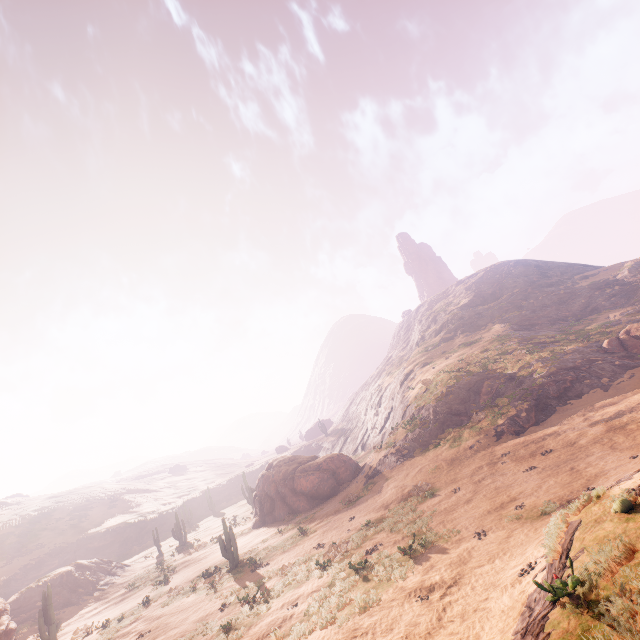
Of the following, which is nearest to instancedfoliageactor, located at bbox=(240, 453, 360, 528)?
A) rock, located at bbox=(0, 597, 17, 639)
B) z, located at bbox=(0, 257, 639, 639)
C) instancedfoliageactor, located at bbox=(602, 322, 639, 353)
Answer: rock, located at bbox=(0, 597, 17, 639)

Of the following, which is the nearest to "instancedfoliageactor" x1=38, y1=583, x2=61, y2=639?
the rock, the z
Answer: the rock

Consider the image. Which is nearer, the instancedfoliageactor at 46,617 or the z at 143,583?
the z at 143,583

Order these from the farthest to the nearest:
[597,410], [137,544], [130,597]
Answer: [137,544], [130,597], [597,410]

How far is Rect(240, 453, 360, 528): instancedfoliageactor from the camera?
28.8m

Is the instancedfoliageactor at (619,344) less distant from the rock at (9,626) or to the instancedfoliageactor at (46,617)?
the rock at (9,626)

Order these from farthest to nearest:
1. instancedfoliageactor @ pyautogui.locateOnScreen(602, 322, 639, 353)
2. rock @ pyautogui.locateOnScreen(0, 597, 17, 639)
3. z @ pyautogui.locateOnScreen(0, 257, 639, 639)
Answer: instancedfoliageactor @ pyautogui.locateOnScreen(602, 322, 639, 353) < rock @ pyautogui.locateOnScreen(0, 597, 17, 639) < z @ pyautogui.locateOnScreen(0, 257, 639, 639)
